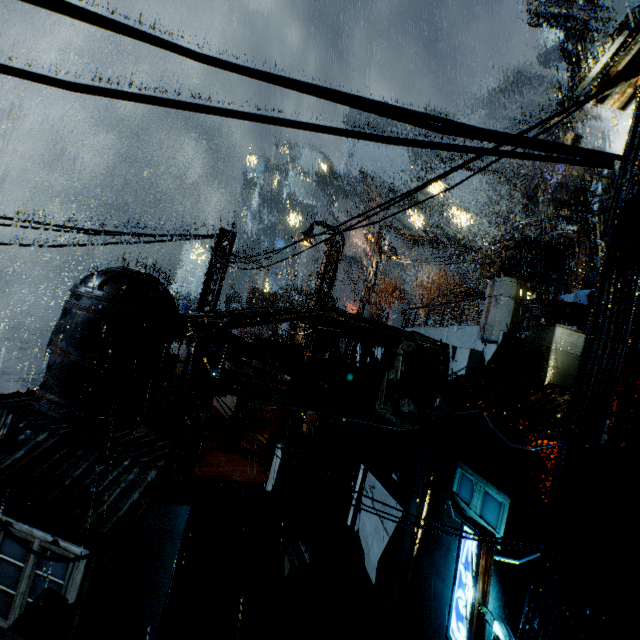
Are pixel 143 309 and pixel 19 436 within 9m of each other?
yes

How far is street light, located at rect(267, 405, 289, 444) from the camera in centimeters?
1856cm

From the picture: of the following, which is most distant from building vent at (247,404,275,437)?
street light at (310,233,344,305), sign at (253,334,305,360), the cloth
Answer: the cloth

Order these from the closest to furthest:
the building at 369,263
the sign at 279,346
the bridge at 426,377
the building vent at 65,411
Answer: the building vent at 65,411, the bridge at 426,377, the sign at 279,346, the building at 369,263

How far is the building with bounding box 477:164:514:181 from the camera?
39.9 meters

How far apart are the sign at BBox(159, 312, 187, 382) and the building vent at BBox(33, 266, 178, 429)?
0.0 meters

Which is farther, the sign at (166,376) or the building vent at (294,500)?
the building vent at (294,500)

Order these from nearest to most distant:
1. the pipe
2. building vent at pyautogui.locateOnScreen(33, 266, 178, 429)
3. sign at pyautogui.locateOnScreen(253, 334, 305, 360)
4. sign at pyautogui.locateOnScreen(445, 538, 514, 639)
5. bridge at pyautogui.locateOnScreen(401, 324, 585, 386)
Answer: sign at pyautogui.locateOnScreen(445, 538, 514, 639), bridge at pyautogui.locateOnScreen(401, 324, 585, 386), building vent at pyautogui.locateOnScreen(33, 266, 178, 429), sign at pyautogui.locateOnScreen(253, 334, 305, 360), the pipe
